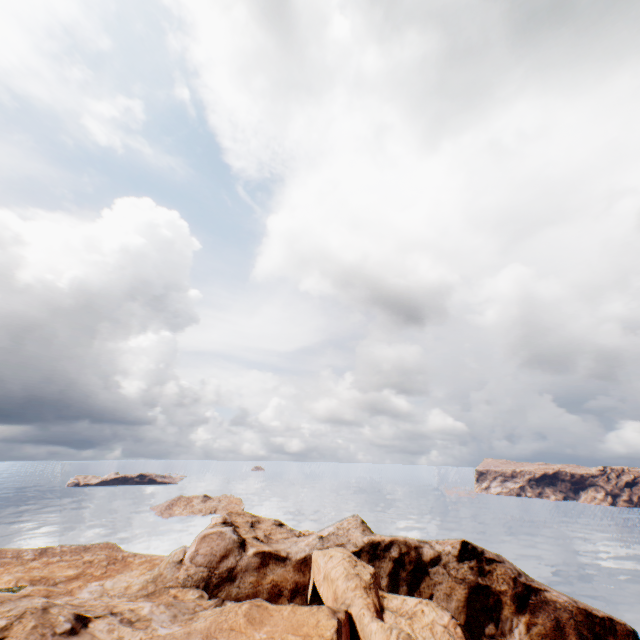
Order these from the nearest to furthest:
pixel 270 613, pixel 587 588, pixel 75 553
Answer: pixel 270 613, pixel 75 553, pixel 587 588
